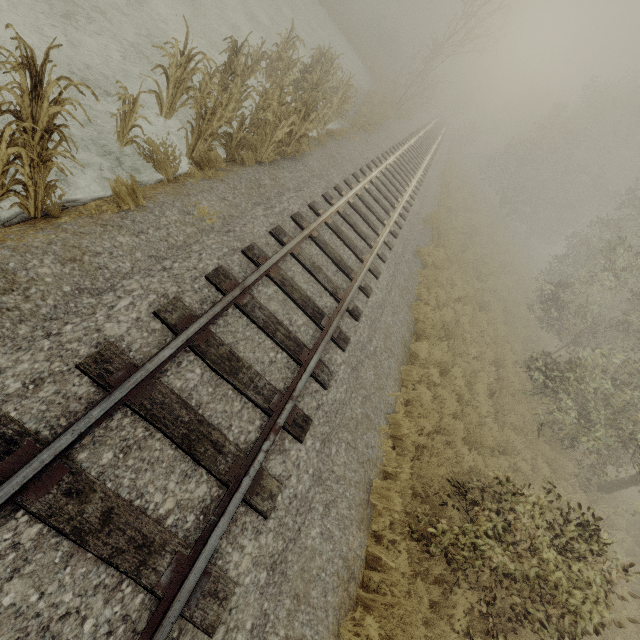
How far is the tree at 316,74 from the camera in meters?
6.1

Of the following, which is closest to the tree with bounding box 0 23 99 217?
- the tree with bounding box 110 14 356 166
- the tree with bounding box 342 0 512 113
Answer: the tree with bounding box 110 14 356 166

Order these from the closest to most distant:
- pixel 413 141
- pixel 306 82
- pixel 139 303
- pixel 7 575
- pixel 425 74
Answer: pixel 7 575 < pixel 139 303 < pixel 306 82 < pixel 413 141 < pixel 425 74

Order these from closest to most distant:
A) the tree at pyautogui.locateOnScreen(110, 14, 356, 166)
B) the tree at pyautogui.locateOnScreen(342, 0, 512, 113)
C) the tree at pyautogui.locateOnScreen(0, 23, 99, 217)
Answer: the tree at pyautogui.locateOnScreen(0, 23, 99, 217), the tree at pyautogui.locateOnScreen(110, 14, 356, 166), the tree at pyautogui.locateOnScreen(342, 0, 512, 113)

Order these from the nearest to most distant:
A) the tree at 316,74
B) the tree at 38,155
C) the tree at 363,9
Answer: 1. the tree at 38,155
2. the tree at 316,74
3. the tree at 363,9

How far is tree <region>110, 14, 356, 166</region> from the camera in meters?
6.1

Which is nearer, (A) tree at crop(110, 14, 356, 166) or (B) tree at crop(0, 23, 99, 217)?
(B) tree at crop(0, 23, 99, 217)
